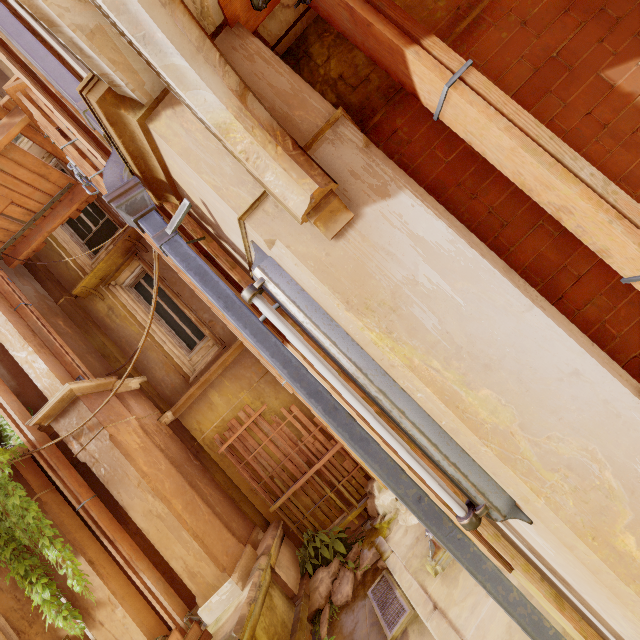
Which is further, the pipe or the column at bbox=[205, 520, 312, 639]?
the column at bbox=[205, 520, 312, 639]

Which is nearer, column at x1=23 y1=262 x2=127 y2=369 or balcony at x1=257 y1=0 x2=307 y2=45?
balcony at x1=257 y1=0 x2=307 y2=45

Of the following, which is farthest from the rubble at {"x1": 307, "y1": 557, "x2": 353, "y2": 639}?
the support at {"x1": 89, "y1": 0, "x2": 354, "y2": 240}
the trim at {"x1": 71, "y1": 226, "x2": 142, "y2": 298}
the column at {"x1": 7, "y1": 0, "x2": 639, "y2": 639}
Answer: the trim at {"x1": 71, "y1": 226, "x2": 142, "y2": 298}

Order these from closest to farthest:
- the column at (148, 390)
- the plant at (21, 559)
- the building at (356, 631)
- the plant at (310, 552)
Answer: the building at (356, 631), the plant at (21, 559), the plant at (310, 552), the column at (148, 390)

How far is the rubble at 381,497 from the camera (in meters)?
5.52

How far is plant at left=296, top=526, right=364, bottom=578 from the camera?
6.08m

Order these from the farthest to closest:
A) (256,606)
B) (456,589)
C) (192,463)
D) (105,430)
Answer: (192,463) → (105,430) → (256,606) → (456,589)

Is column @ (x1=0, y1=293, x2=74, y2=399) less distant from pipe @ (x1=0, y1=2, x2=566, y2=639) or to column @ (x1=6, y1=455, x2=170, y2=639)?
column @ (x1=6, y1=455, x2=170, y2=639)
